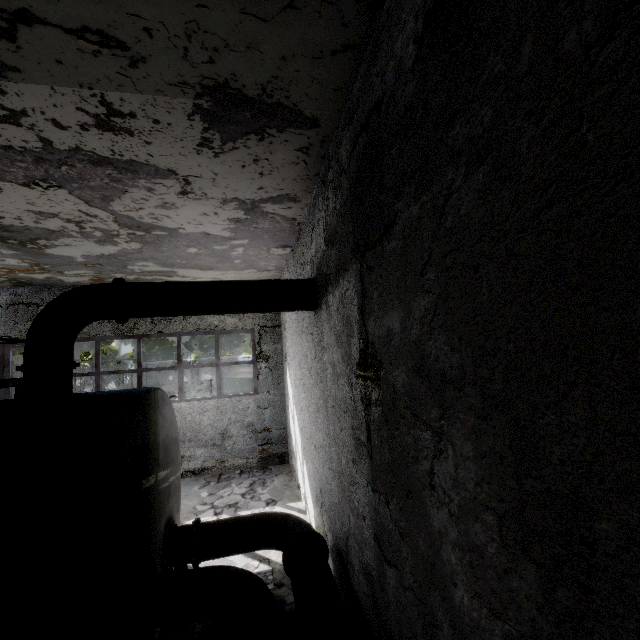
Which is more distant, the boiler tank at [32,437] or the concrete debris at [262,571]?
the concrete debris at [262,571]

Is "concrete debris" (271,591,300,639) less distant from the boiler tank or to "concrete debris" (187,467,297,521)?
the boiler tank

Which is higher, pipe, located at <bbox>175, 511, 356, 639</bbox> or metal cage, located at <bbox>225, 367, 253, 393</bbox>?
metal cage, located at <bbox>225, 367, 253, 393</bbox>

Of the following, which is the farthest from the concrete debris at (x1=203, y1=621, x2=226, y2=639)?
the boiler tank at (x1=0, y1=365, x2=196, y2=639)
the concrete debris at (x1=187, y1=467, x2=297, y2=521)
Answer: the concrete debris at (x1=187, y1=467, x2=297, y2=521)

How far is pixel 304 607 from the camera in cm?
381

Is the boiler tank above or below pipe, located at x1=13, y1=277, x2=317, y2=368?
below

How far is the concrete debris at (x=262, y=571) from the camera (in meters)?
5.74

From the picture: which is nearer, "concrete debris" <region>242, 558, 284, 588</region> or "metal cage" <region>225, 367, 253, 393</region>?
"concrete debris" <region>242, 558, 284, 588</region>
